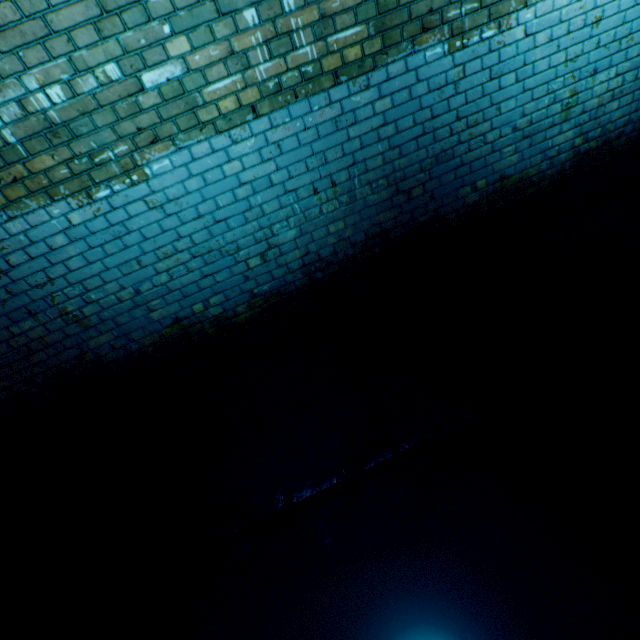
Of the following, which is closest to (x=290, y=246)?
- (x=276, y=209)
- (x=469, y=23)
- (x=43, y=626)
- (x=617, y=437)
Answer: (x=276, y=209)
